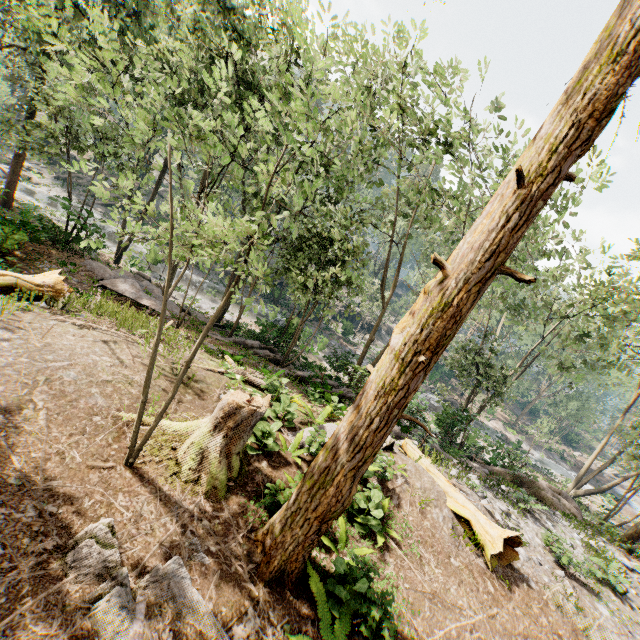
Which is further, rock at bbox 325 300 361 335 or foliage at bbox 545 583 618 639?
rock at bbox 325 300 361 335

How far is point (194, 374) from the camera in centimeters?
913cm

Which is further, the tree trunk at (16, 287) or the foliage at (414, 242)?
the tree trunk at (16, 287)

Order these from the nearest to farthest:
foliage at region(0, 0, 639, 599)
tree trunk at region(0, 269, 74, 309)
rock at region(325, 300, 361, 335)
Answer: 1. foliage at region(0, 0, 639, 599)
2. tree trunk at region(0, 269, 74, 309)
3. rock at region(325, 300, 361, 335)

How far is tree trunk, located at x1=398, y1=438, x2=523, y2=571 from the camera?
8.7m

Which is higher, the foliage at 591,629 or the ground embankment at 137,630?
the foliage at 591,629

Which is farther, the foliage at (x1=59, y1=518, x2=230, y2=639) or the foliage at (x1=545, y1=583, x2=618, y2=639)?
the foliage at (x1=545, y1=583, x2=618, y2=639)

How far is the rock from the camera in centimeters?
4344cm
